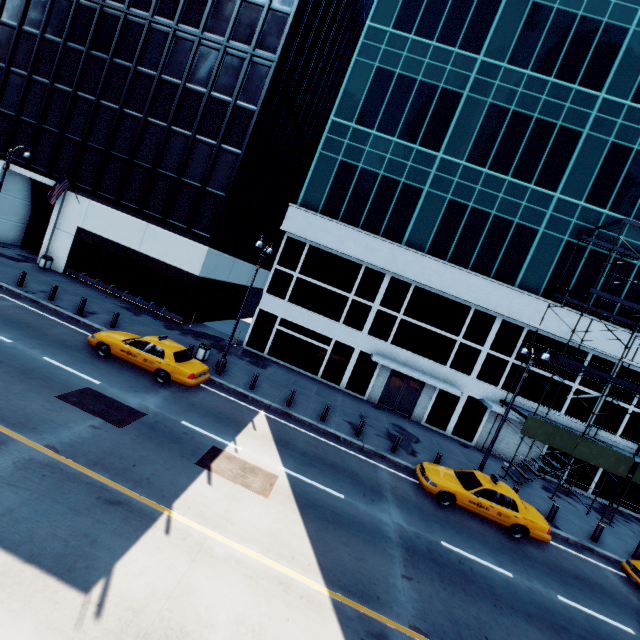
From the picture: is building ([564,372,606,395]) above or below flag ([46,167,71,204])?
above

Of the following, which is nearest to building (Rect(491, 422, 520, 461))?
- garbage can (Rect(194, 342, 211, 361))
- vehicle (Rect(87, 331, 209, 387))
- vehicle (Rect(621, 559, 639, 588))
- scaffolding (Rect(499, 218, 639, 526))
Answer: scaffolding (Rect(499, 218, 639, 526))

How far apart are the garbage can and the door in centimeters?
1201cm

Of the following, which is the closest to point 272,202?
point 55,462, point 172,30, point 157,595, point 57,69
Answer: point 172,30

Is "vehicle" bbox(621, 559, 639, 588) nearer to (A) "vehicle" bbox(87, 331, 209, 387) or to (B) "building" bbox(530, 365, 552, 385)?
(B) "building" bbox(530, 365, 552, 385)

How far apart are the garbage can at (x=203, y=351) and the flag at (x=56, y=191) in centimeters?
1550cm

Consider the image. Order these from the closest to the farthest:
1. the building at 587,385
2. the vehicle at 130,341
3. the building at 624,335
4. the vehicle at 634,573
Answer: Answer: the vehicle at 634,573, the vehicle at 130,341, the building at 624,335, the building at 587,385

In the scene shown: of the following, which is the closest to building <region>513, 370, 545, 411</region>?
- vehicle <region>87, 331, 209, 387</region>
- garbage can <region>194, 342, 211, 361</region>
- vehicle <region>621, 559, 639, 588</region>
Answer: garbage can <region>194, 342, 211, 361</region>
